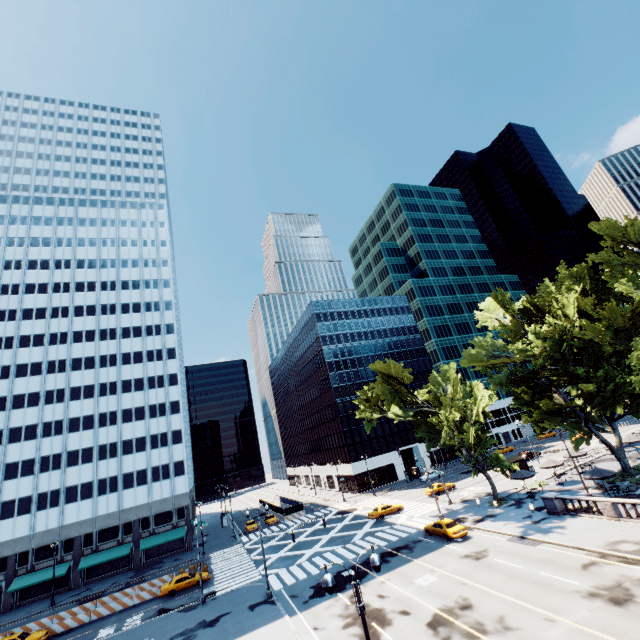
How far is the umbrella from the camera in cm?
3081

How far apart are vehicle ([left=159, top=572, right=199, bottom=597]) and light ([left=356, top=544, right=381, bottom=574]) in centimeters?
3473cm

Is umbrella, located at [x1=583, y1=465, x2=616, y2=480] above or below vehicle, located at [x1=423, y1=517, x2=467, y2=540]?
above

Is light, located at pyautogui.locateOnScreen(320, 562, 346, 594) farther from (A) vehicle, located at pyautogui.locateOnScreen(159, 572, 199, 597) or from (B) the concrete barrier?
(B) the concrete barrier

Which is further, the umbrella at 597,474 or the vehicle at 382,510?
the vehicle at 382,510

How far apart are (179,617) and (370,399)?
31.24m

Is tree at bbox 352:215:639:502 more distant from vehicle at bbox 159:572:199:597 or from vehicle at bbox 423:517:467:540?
vehicle at bbox 159:572:199:597

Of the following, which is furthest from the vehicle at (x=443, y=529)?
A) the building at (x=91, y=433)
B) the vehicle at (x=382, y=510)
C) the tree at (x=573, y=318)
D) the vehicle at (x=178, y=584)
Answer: the building at (x=91, y=433)
